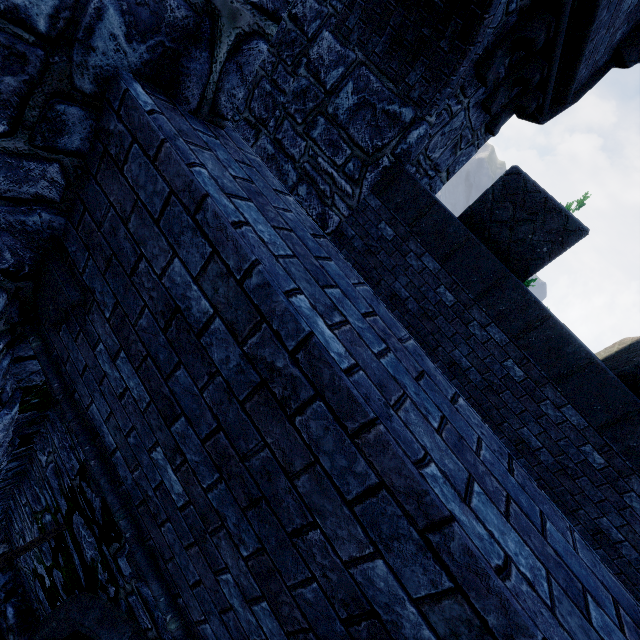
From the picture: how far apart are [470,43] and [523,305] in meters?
3.2
